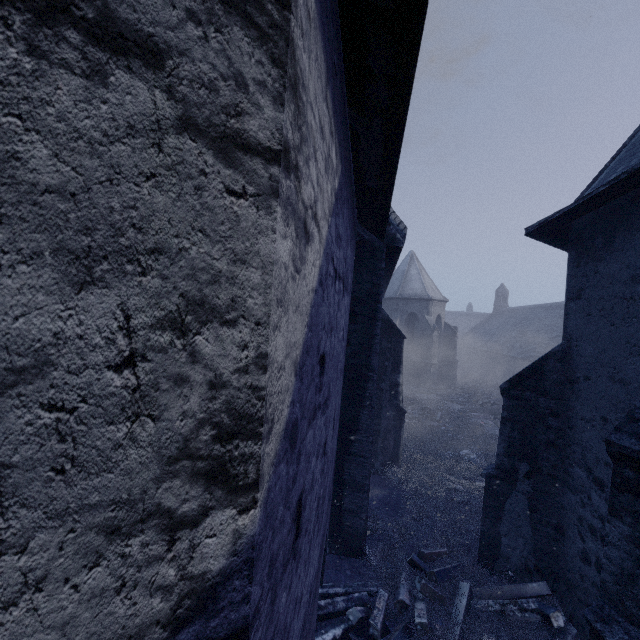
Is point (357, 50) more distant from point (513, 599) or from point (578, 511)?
point (513, 599)

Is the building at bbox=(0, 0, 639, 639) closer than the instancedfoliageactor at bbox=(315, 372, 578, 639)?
Yes

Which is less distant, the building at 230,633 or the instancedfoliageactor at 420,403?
the building at 230,633

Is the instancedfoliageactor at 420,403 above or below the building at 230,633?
below

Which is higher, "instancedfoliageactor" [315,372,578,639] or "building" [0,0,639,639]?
"building" [0,0,639,639]
